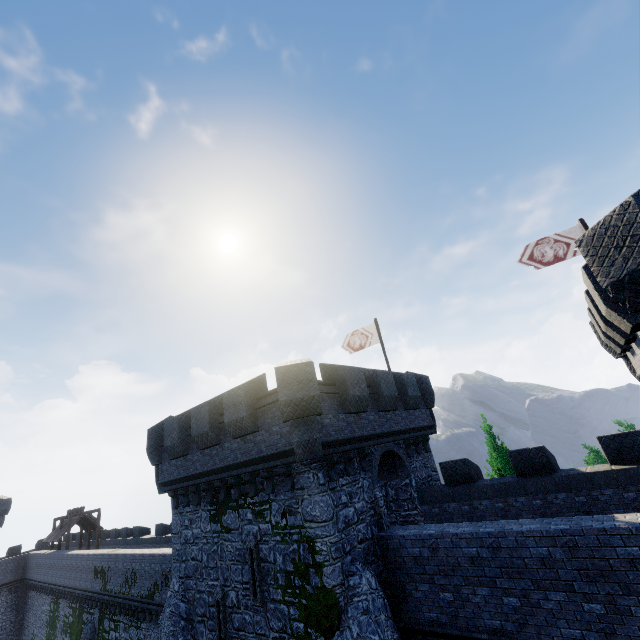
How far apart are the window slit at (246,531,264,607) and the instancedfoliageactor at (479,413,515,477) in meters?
14.0

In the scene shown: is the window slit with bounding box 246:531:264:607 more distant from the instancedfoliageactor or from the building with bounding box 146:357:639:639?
the instancedfoliageactor

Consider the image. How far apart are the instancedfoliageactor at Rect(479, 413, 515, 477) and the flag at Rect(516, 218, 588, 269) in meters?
9.7 m

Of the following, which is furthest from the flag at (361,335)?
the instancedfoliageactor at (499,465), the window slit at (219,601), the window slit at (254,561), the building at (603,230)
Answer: the window slit at (219,601)

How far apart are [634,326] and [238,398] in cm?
1185

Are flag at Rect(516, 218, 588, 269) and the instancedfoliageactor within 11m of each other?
yes

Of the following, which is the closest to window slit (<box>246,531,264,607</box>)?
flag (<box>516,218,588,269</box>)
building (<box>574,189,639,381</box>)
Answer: building (<box>574,189,639,381</box>)

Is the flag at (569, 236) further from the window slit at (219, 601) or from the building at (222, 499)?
the window slit at (219, 601)
